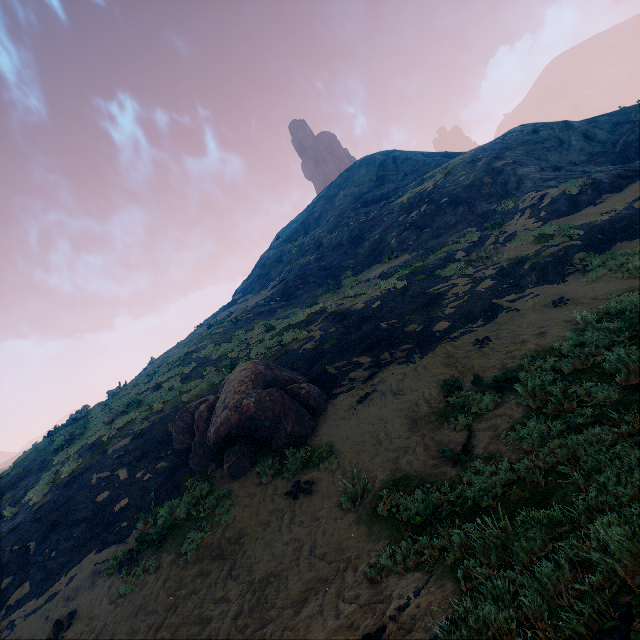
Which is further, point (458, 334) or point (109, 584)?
point (458, 334)

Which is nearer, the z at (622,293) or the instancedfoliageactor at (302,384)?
the z at (622,293)

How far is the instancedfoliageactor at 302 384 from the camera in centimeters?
951cm

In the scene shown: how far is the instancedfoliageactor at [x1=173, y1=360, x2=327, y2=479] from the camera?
9.5 meters

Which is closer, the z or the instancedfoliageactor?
the z
